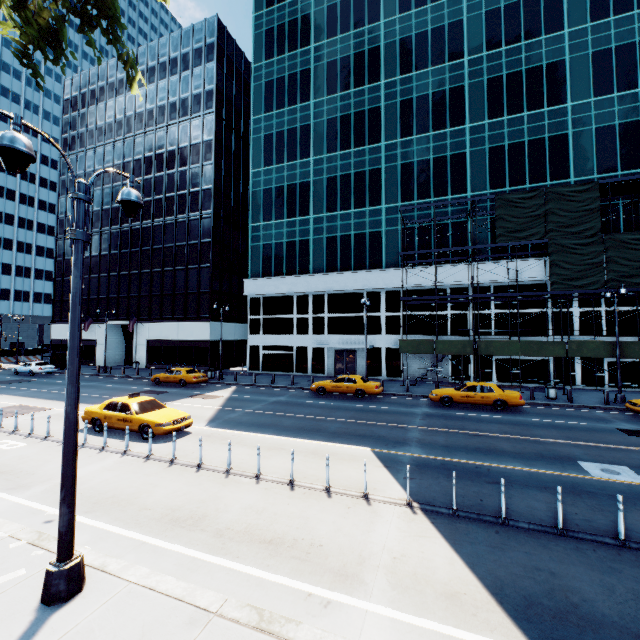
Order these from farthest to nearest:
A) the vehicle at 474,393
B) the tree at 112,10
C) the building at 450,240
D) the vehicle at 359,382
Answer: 1. the building at 450,240
2. the vehicle at 359,382
3. the vehicle at 474,393
4. the tree at 112,10

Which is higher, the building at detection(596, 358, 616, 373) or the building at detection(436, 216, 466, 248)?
the building at detection(436, 216, 466, 248)

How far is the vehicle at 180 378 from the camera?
27.7 meters

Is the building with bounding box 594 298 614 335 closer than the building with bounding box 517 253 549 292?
Yes

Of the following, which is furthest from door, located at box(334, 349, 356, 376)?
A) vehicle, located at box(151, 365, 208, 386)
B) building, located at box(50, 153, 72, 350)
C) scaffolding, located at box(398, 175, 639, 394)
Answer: building, located at box(50, 153, 72, 350)

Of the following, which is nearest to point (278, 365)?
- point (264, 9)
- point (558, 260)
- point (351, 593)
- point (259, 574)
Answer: point (558, 260)

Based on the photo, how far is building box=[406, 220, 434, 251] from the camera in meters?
31.1 m

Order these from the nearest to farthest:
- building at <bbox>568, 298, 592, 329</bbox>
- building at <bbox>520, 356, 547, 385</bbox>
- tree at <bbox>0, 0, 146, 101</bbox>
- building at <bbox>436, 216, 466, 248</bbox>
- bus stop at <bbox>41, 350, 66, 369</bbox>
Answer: tree at <bbox>0, 0, 146, 101</bbox>
building at <bbox>568, 298, 592, 329</bbox>
building at <bbox>520, 356, 547, 385</bbox>
building at <bbox>436, 216, 466, 248</bbox>
bus stop at <bbox>41, 350, 66, 369</bbox>
